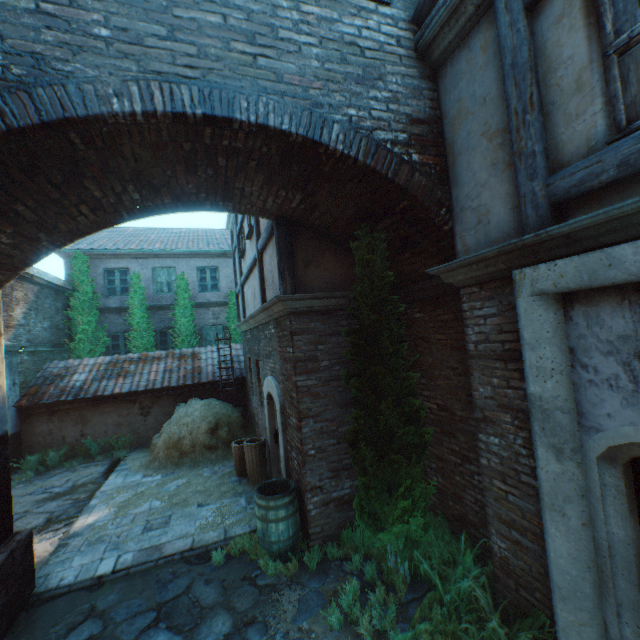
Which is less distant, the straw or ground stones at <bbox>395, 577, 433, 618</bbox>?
ground stones at <bbox>395, 577, 433, 618</bbox>

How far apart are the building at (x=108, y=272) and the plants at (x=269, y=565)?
11.93m

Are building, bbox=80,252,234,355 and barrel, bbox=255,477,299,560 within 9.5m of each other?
no

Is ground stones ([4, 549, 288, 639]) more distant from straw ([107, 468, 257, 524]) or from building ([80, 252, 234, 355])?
building ([80, 252, 234, 355])

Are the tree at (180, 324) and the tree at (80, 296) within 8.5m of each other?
yes

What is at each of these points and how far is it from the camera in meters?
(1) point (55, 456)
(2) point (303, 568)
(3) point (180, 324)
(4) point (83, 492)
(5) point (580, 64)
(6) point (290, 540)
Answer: (1) plants, 9.8 m
(2) ground stones, 4.6 m
(3) tree, 14.6 m
(4) ground stones, 8.0 m
(5) building, 2.3 m
(6) barrel, 4.9 m

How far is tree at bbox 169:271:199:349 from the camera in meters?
14.6

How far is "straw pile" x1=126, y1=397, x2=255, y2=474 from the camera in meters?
8.8 m
